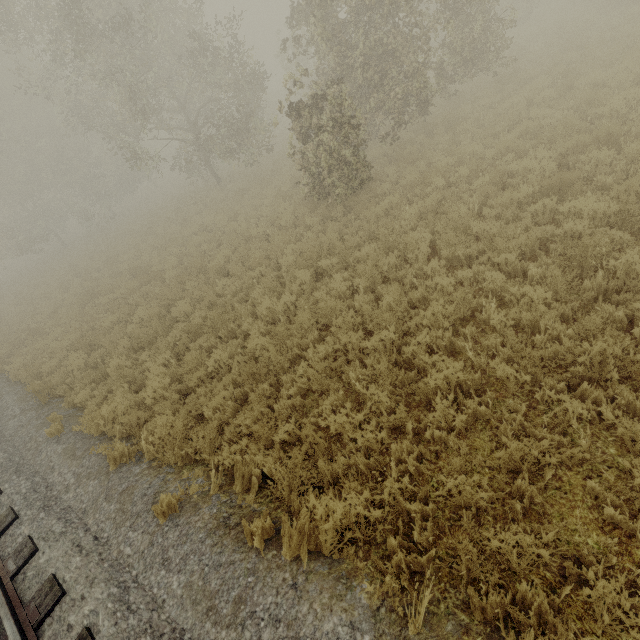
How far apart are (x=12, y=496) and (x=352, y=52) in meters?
17.3 m
